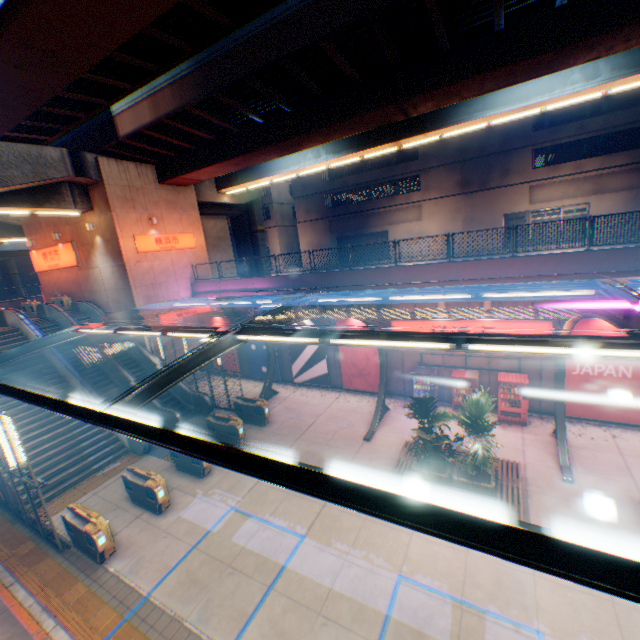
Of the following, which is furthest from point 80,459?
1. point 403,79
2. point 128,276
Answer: point 403,79

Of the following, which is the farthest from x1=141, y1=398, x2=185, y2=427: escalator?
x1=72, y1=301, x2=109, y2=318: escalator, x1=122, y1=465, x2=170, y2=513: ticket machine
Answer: x1=122, y1=465, x2=170, y2=513: ticket machine

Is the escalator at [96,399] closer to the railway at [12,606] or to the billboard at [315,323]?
the railway at [12,606]

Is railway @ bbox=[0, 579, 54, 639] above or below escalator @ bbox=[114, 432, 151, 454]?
below

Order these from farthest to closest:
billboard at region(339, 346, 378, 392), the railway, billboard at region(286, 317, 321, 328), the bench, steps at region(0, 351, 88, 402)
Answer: billboard at region(286, 317, 321, 328), billboard at region(339, 346, 378, 392), steps at region(0, 351, 88, 402), the bench, the railway

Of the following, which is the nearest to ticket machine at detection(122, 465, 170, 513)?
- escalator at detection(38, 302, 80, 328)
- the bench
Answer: escalator at detection(38, 302, 80, 328)

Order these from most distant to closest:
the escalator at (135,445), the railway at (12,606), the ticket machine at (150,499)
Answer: the escalator at (135,445) < the ticket machine at (150,499) < the railway at (12,606)

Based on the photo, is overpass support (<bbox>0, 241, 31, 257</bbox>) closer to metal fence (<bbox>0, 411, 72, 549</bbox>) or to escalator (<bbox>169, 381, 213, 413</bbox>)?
metal fence (<bbox>0, 411, 72, 549</bbox>)
